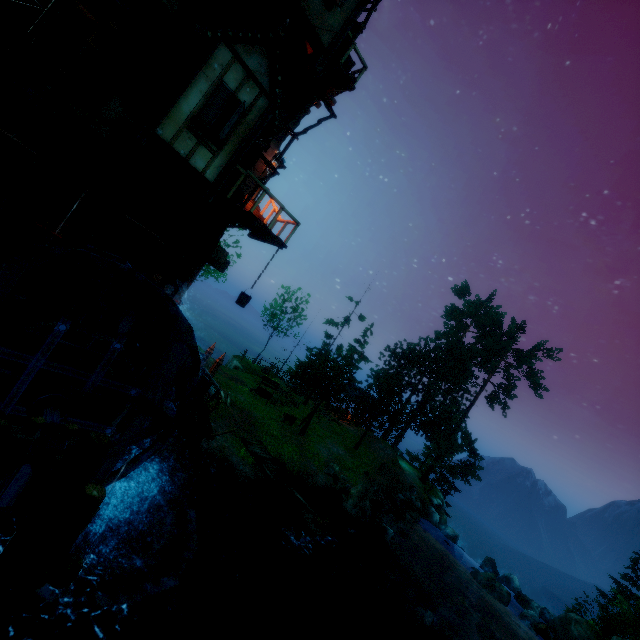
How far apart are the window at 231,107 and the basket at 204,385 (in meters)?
8.97

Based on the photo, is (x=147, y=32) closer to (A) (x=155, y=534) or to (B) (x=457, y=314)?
(A) (x=155, y=534)

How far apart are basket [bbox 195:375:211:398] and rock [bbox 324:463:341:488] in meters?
12.2

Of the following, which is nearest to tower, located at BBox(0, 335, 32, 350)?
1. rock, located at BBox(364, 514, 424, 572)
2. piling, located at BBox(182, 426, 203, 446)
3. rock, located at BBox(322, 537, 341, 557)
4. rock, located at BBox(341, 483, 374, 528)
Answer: piling, located at BBox(182, 426, 203, 446)

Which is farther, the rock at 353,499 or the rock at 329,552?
the rock at 353,499

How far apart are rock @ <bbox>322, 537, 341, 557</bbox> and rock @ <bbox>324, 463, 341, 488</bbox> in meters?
4.9

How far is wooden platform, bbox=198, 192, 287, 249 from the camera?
9.48m

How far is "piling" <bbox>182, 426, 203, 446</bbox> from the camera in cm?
1559
